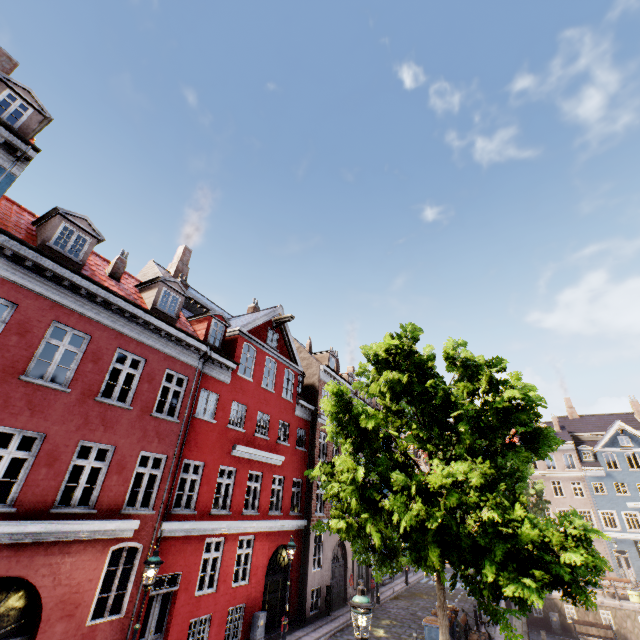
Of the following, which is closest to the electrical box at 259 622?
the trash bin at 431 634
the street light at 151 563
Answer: the street light at 151 563

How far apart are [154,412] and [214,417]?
3.0 meters

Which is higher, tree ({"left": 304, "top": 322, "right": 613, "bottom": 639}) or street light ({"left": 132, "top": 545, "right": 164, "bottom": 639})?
tree ({"left": 304, "top": 322, "right": 613, "bottom": 639})

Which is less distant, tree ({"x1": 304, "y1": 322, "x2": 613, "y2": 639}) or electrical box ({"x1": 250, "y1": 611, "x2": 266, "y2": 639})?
tree ({"x1": 304, "y1": 322, "x2": 613, "y2": 639})

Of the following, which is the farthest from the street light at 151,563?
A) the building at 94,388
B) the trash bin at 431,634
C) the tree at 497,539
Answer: the trash bin at 431,634

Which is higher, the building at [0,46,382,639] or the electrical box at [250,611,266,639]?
the building at [0,46,382,639]

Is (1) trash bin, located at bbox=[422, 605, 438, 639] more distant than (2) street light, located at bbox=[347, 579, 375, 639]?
Yes
